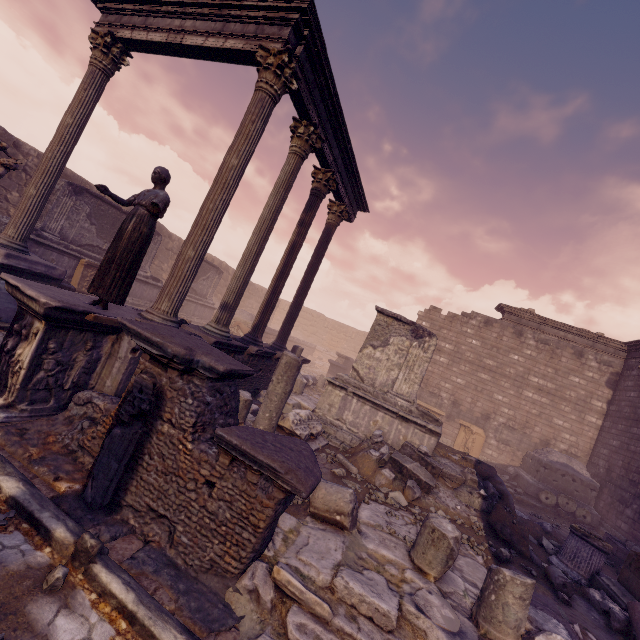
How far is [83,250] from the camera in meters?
12.2

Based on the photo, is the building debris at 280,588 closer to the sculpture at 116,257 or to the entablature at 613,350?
the sculpture at 116,257

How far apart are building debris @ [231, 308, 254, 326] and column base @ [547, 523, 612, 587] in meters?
17.1

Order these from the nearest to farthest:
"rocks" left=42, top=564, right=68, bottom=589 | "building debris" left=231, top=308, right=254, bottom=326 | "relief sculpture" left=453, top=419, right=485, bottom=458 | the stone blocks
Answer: "rocks" left=42, top=564, right=68, bottom=589 < the stone blocks < "relief sculpture" left=453, top=419, right=485, bottom=458 < "building debris" left=231, top=308, right=254, bottom=326

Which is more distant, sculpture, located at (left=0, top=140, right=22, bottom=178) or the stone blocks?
the stone blocks

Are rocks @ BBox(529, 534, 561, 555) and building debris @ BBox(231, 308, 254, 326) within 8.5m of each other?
no

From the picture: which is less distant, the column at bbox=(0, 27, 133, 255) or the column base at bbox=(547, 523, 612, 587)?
the column base at bbox=(547, 523, 612, 587)

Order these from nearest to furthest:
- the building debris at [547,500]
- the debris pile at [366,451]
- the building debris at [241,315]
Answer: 1. the debris pile at [366,451]
2. the building debris at [547,500]
3. the building debris at [241,315]
